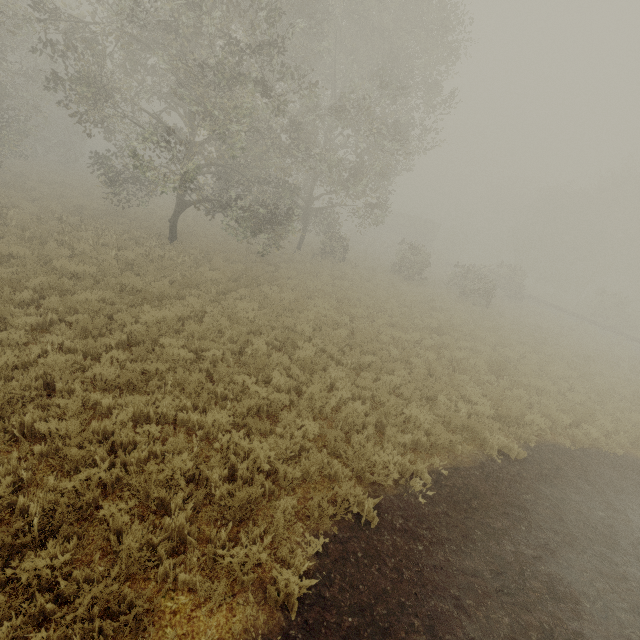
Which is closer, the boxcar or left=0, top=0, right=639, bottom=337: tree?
left=0, top=0, right=639, bottom=337: tree

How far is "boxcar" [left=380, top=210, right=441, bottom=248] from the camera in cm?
4938

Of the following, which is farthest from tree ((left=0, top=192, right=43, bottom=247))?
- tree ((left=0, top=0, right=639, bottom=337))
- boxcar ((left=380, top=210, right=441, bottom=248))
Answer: boxcar ((left=380, top=210, right=441, bottom=248))

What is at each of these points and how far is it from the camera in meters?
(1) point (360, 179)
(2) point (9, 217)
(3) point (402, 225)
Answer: (1) tree, 19.0
(2) tree, 13.5
(3) boxcar, 53.6

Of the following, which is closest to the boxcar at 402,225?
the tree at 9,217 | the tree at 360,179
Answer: the tree at 360,179

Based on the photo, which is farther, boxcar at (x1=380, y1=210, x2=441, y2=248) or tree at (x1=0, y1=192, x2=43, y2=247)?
boxcar at (x1=380, y1=210, x2=441, y2=248)
